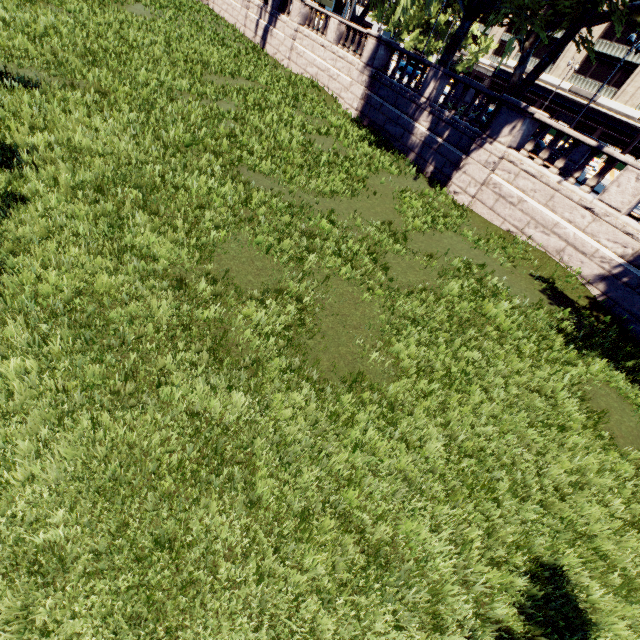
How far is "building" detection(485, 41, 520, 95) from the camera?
49.9 meters

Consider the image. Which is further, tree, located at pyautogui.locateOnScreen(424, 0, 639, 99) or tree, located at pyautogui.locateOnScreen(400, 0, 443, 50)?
tree, located at pyautogui.locateOnScreen(424, 0, 639, 99)

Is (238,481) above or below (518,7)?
below

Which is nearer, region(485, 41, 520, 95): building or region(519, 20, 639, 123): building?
region(519, 20, 639, 123): building

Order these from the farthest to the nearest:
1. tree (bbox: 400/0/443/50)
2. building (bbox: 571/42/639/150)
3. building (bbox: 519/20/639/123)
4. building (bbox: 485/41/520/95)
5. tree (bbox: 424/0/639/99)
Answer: building (bbox: 485/41/520/95), building (bbox: 519/20/639/123), building (bbox: 571/42/639/150), tree (bbox: 424/0/639/99), tree (bbox: 400/0/443/50)

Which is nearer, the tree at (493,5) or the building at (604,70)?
the tree at (493,5)

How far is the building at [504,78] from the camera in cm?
4991
